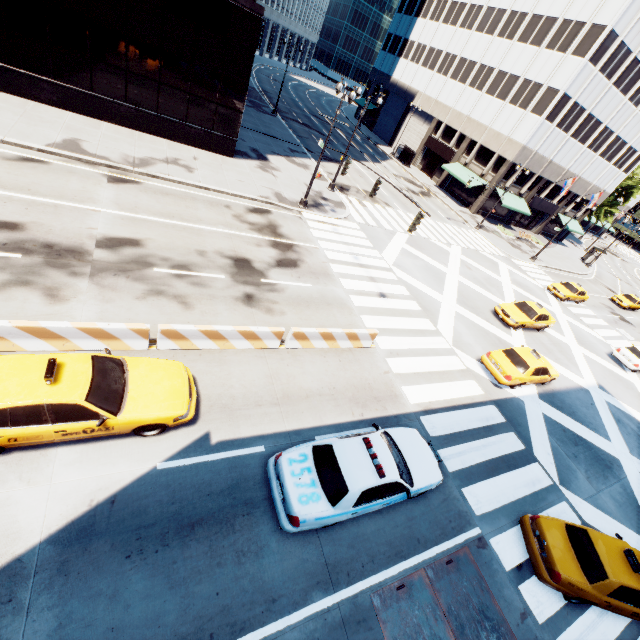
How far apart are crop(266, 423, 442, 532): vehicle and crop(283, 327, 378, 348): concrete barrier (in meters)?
3.83

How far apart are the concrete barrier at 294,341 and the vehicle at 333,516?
3.8m

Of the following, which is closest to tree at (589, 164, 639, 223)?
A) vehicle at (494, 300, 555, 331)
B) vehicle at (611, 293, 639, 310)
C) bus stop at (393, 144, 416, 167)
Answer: vehicle at (611, 293, 639, 310)

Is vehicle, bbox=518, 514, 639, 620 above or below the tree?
below

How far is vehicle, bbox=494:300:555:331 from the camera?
20.61m

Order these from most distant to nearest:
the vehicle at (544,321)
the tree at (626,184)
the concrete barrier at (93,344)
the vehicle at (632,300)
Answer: the tree at (626,184) < the vehicle at (632,300) < the vehicle at (544,321) < the concrete barrier at (93,344)

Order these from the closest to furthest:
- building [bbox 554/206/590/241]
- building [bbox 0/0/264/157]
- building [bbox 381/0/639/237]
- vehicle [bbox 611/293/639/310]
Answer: building [bbox 0/0/264/157]
building [bbox 381/0/639/237]
vehicle [bbox 611/293/639/310]
building [bbox 554/206/590/241]

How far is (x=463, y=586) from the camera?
8.2m
